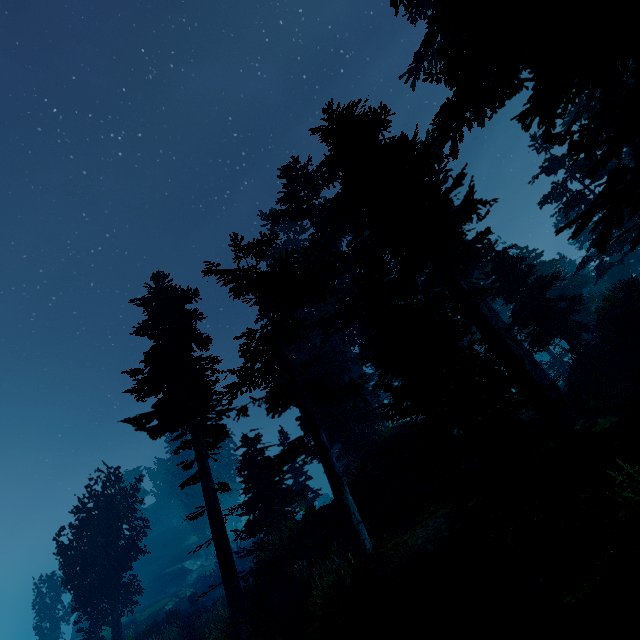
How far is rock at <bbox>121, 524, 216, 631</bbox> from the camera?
33.5m

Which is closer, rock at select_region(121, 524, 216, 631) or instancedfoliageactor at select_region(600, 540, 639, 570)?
instancedfoliageactor at select_region(600, 540, 639, 570)

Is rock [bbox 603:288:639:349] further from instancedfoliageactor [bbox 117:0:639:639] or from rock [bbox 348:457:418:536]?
rock [bbox 348:457:418:536]

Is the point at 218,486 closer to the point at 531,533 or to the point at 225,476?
the point at 531,533

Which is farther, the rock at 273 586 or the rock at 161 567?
the rock at 161 567

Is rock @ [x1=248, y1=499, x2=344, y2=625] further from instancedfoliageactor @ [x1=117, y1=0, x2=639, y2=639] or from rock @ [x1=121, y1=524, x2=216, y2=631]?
rock @ [x1=121, y1=524, x2=216, y2=631]

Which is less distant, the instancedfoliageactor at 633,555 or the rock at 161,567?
the instancedfoliageactor at 633,555

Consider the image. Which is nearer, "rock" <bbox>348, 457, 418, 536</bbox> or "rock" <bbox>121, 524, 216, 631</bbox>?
"rock" <bbox>348, 457, 418, 536</bbox>
